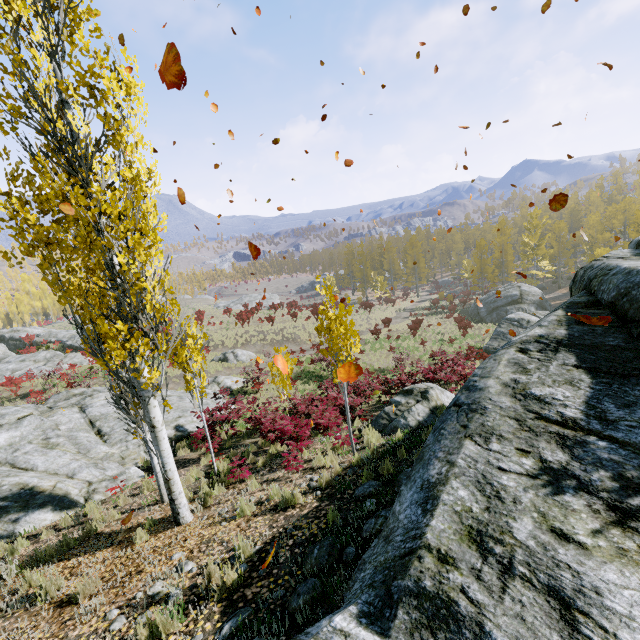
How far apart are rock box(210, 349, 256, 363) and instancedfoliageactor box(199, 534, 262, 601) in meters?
23.7 m

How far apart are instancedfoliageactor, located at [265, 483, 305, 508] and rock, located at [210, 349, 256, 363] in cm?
2254

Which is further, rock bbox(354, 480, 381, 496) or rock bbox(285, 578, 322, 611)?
rock bbox(354, 480, 381, 496)

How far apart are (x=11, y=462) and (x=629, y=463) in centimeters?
1546cm

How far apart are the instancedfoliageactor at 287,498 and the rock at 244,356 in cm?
2254

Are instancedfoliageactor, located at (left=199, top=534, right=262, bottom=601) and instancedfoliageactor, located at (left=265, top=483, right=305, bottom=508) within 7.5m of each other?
yes

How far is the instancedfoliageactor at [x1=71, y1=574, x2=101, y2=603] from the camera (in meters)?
4.42

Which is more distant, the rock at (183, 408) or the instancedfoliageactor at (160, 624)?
the rock at (183, 408)
